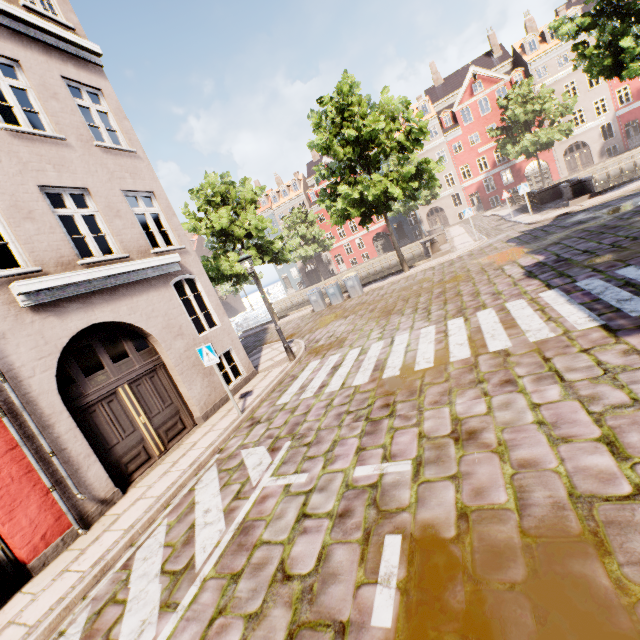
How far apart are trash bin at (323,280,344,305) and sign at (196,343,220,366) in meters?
12.2

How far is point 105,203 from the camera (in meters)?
8.05

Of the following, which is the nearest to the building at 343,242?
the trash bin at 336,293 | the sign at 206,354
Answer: the sign at 206,354

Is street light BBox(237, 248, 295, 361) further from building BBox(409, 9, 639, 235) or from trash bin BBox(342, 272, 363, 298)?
trash bin BBox(342, 272, 363, 298)

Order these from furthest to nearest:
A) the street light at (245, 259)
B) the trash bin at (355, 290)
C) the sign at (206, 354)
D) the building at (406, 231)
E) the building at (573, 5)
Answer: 1. the building at (406, 231)
2. the building at (573, 5)
3. the trash bin at (355, 290)
4. the street light at (245, 259)
5. the sign at (206, 354)

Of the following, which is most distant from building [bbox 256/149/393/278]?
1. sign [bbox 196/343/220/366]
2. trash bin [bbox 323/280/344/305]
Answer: trash bin [bbox 323/280/344/305]

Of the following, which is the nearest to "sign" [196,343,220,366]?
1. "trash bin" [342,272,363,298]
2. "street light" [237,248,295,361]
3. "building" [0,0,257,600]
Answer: "building" [0,0,257,600]

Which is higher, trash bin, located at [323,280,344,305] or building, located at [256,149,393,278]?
building, located at [256,149,393,278]
